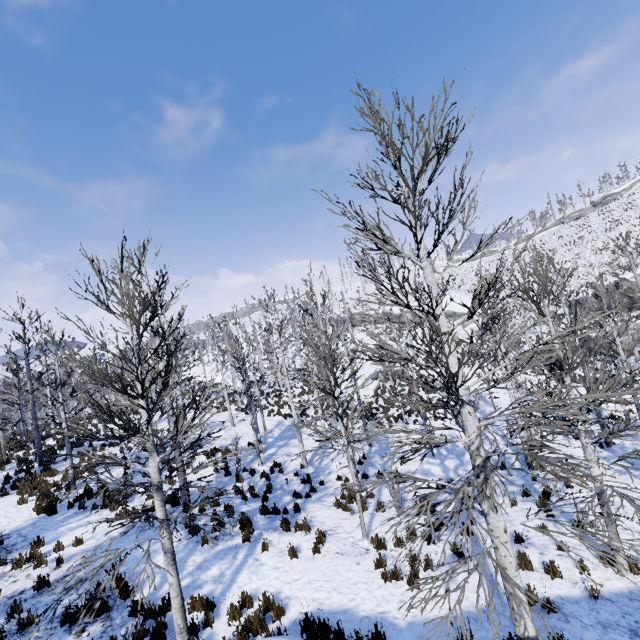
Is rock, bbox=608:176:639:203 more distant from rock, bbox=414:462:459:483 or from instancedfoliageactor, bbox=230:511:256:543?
rock, bbox=414:462:459:483

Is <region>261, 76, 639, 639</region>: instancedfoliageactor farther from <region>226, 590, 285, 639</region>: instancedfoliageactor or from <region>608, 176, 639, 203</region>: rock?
<region>608, 176, 639, 203</region>: rock

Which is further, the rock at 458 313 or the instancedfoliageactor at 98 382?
the rock at 458 313

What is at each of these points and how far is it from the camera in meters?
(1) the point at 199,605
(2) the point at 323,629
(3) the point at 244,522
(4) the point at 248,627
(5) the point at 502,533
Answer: (1) instancedfoliageactor, 7.1 m
(2) instancedfoliageactor, 5.9 m
(3) instancedfoliageactor, 10.0 m
(4) instancedfoliageactor, 6.3 m
(5) instancedfoliageactor, 4.4 m

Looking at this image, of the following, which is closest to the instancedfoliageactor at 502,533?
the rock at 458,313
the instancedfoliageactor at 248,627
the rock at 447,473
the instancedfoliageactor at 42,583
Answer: the rock at 447,473

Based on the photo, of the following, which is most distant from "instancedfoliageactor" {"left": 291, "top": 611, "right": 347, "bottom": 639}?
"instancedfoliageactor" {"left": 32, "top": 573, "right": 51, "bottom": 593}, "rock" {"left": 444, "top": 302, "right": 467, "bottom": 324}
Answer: "rock" {"left": 444, "top": 302, "right": 467, "bottom": 324}

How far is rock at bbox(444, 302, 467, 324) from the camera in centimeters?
5322cm

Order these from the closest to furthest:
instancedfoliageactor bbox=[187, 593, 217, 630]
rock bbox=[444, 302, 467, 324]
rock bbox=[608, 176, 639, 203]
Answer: instancedfoliageactor bbox=[187, 593, 217, 630] → rock bbox=[444, 302, 467, 324] → rock bbox=[608, 176, 639, 203]
